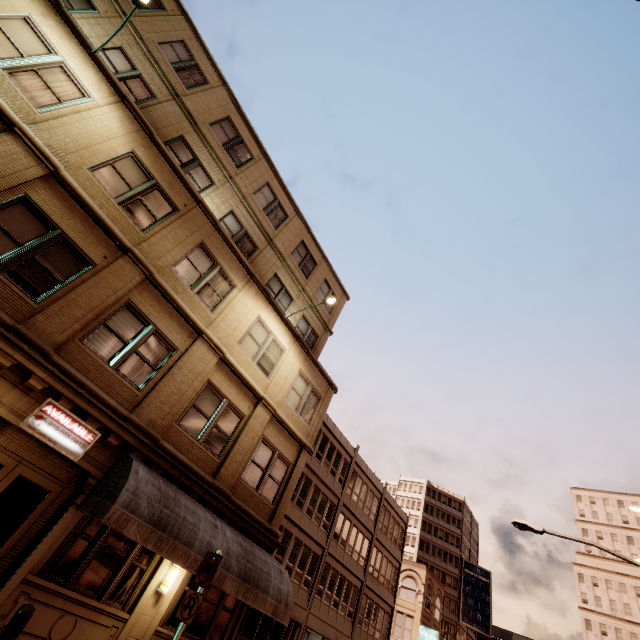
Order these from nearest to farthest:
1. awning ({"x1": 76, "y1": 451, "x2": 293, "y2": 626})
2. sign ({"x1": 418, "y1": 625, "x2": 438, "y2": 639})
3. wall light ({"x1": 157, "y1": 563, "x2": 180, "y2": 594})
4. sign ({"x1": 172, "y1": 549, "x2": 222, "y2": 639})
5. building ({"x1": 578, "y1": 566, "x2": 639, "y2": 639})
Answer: sign ({"x1": 172, "y1": 549, "x2": 222, "y2": 639}) < awning ({"x1": 76, "y1": 451, "x2": 293, "y2": 626}) < wall light ({"x1": 157, "y1": 563, "x2": 180, "y2": 594}) < sign ({"x1": 418, "y1": 625, "x2": 438, "y2": 639}) < building ({"x1": 578, "y1": 566, "x2": 639, "y2": 639})

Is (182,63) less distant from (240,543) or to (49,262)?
(49,262)

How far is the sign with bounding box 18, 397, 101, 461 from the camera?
7.3 meters

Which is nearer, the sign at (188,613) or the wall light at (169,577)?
the sign at (188,613)

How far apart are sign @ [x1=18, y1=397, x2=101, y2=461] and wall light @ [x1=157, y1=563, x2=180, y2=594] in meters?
4.1

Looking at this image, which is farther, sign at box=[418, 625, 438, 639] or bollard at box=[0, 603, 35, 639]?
sign at box=[418, 625, 438, 639]

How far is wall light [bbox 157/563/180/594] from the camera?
8.8m

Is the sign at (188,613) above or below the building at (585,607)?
below
